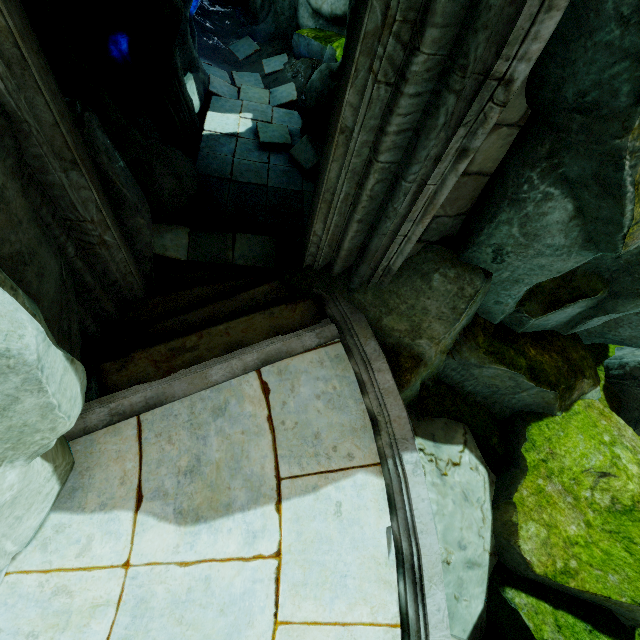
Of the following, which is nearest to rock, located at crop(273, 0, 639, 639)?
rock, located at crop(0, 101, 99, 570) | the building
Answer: the building

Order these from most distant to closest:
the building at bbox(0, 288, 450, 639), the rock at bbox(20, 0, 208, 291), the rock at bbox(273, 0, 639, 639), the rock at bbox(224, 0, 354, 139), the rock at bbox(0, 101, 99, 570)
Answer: the rock at bbox(224, 0, 354, 139)
the rock at bbox(20, 0, 208, 291)
the building at bbox(0, 288, 450, 639)
the rock at bbox(273, 0, 639, 639)
the rock at bbox(0, 101, 99, 570)

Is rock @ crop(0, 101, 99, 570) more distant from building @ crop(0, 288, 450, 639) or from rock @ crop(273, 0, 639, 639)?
rock @ crop(273, 0, 639, 639)

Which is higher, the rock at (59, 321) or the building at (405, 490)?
the rock at (59, 321)

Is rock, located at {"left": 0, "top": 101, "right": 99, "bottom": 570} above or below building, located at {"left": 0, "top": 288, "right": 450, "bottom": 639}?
above

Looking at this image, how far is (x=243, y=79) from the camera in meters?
9.4 m

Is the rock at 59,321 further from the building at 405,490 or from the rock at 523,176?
the rock at 523,176

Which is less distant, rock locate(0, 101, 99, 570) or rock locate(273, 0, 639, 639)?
rock locate(0, 101, 99, 570)
